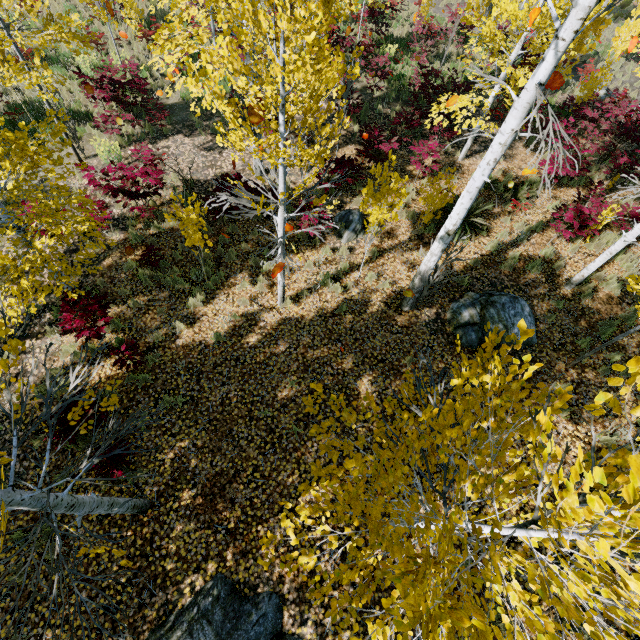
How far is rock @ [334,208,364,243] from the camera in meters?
8.6

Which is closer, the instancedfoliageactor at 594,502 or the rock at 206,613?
the instancedfoliageactor at 594,502

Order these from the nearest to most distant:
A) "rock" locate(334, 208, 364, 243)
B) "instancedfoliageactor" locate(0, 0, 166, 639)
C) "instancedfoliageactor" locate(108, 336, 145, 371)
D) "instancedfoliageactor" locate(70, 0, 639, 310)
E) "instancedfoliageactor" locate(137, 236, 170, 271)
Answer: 1. "instancedfoliageactor" locate(0, 0, 166, 639)
2. "instancedfoliageactor" locate(70, 0, 639, 310)
3. "instancedfoliageactor" locate(108, 336, 145, 371)
4. "instancedfoliageactor" locate(137, 236, 170, 271)
5. "rock" locate(334, 208, 364, 243)

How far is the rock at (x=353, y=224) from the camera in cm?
865

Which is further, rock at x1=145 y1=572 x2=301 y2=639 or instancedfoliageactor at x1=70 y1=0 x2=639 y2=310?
rock at x1=145 y1=572 x2=301 y2=639

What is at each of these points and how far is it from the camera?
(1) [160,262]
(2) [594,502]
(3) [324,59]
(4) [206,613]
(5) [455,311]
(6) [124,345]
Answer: (1) instancedfoliageactor, 7.78m
(2) instancedfoliageactor, 0.99m
(3) instancedfoliageactor, 4.20m
(4) rock, 4.44m
(5) rock, 7.40m
(6) instancedfoliageactor, 6.23m

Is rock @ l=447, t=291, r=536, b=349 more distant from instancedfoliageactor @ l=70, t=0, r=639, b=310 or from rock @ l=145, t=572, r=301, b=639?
rock @ l=145, t=572, r=301, b=639

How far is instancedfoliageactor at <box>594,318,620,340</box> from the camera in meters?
7.2 m
